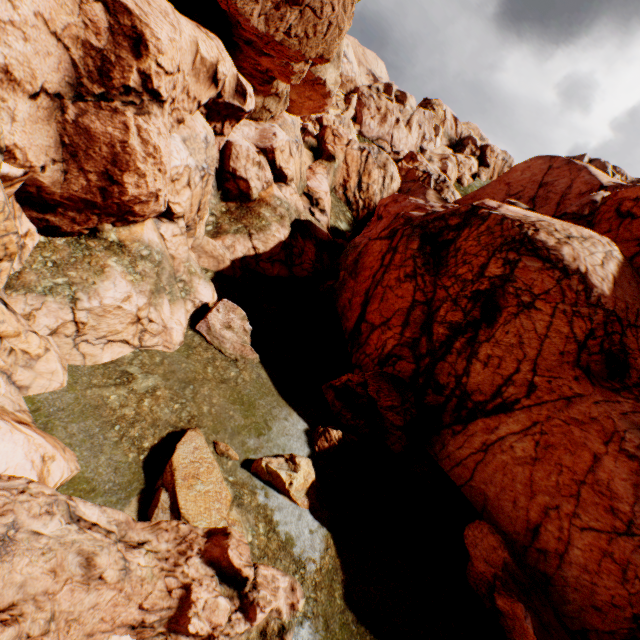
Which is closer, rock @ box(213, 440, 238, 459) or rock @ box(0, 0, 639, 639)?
rock @ box(0, 0, 639, 639)

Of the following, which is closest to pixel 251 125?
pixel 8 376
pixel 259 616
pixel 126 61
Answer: pixel 126 61

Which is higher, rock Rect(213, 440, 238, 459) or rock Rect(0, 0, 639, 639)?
rock Rect(0, 0, 639, 639)

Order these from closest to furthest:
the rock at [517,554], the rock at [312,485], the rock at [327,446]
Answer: the rock at [517,554] → the rock at [312,485] → the rock at [327,446]

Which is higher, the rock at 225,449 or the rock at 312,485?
the rock at 312,485

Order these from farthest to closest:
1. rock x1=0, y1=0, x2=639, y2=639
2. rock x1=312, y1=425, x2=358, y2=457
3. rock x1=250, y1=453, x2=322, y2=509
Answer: rock x1=312, y1=425, x2=358, y2=457 → rock x1=250, y1=453, x2=322, y2=509 → rock x1=0, y1=0, x2=639, y2=639
